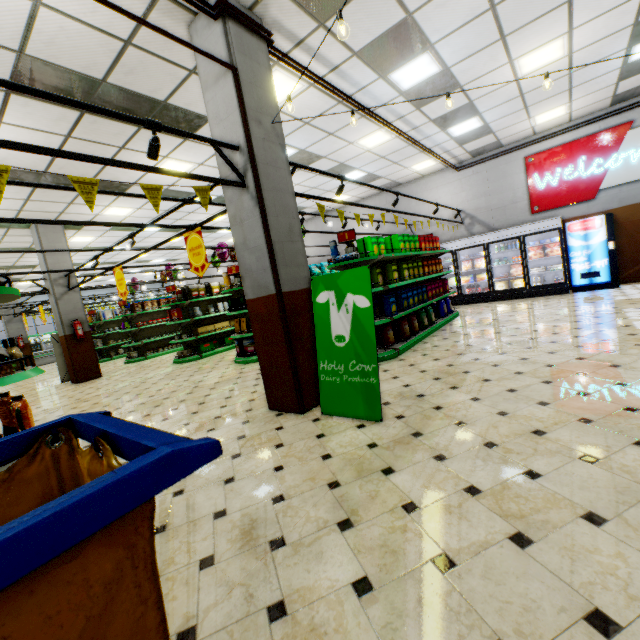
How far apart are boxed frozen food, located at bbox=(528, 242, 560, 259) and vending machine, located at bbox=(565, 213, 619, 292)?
0.1m

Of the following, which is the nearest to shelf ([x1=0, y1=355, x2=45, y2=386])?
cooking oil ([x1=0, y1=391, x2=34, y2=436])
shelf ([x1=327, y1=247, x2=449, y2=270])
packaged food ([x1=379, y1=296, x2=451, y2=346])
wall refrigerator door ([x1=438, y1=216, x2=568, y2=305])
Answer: cooking oil ([x1=0, y1=391, x2=34, y2=436])

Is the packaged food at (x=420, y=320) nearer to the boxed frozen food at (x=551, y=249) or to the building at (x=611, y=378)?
the building at (x=611, y=378)

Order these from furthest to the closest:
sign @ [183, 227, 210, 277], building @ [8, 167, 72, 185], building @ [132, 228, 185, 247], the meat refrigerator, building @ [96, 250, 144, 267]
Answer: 1. the meat refrigerator
2. building @ [96, 250, 144, 267]
3. building @ [132, 228, 185, 247]
4. building @ [8, 167, 72, 185]
5. sign @ [183, 227, 210, 277]

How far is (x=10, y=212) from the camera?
8.5 meters

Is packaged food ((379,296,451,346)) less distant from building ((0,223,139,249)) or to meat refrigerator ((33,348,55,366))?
building ((0,223,139,249))

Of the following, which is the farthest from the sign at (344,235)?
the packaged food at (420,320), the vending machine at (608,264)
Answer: the vending machine at (608,264)

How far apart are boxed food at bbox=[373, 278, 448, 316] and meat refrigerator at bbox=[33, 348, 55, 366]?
23.4 meters
